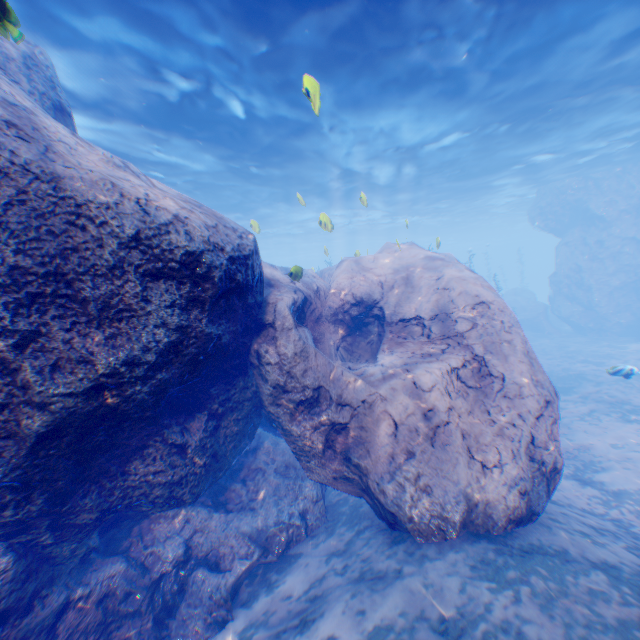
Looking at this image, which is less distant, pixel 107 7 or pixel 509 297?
pixel 107 7

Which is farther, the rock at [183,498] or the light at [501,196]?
the light at [501,196]

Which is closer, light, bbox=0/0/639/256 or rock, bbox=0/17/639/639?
rock, bbox=0/17/639/639

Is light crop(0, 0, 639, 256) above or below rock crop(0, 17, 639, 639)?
above

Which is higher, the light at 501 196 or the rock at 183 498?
the light at 501 196
